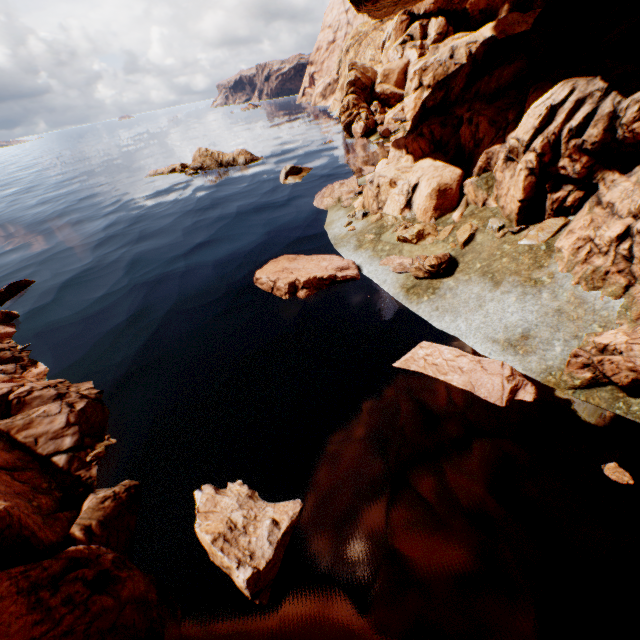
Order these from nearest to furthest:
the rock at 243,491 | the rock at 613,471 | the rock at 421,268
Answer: the rock at 243,491, the rock at 613,471, the rock at 421,268

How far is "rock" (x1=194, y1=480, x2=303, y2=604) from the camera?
6.4m

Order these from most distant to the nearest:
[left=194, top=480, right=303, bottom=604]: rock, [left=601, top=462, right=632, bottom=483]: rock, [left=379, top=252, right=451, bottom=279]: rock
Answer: [left=379, top=252, right=451, bottom=279]: rock
[left=601, top=462, right=632, bottom=483]: rock
[left=194, top=480, right=303, bottom=604]: rock

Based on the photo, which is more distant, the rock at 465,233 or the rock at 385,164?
the rock at 465,233

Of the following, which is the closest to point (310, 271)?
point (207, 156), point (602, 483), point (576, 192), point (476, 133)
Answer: point (476, 133)

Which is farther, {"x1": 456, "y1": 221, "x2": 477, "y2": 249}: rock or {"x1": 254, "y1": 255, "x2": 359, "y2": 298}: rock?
{"x1": 254, "y1": 255, "x2": 359, "y2": 298}: rock
